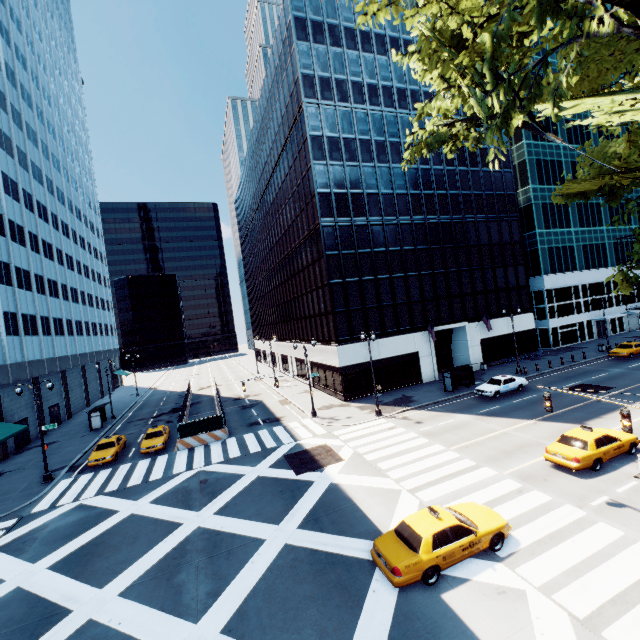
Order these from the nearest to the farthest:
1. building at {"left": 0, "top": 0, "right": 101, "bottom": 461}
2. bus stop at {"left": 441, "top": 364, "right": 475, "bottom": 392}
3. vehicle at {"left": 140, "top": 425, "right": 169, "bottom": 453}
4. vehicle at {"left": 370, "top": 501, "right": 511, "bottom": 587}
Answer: vehicle at {"left": 370, "top": 501, "right": 511, "bottom": 587} < vehicle at {"left": 140, "top": 425, "right": 169, "bottom": 453} < bus stop at {"left": 441, "top": 364, "right": 475, "bottom": 392} < building at {"left": 0, "top": 0, "right": 101, "bottom": 461}

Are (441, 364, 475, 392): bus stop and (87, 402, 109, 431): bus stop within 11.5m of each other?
no

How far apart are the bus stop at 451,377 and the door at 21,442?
43.85m

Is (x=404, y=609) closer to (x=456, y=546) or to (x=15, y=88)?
(x=456, y=546)

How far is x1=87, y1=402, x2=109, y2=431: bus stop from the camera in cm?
3669

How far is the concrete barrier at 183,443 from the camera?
27.1 meters

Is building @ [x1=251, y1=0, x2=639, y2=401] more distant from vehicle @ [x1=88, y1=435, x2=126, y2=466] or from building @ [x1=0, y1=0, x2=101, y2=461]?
building @ [x1=0, y1=0, x2=101, y2=461]

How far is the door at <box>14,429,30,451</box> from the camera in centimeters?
3266cm
